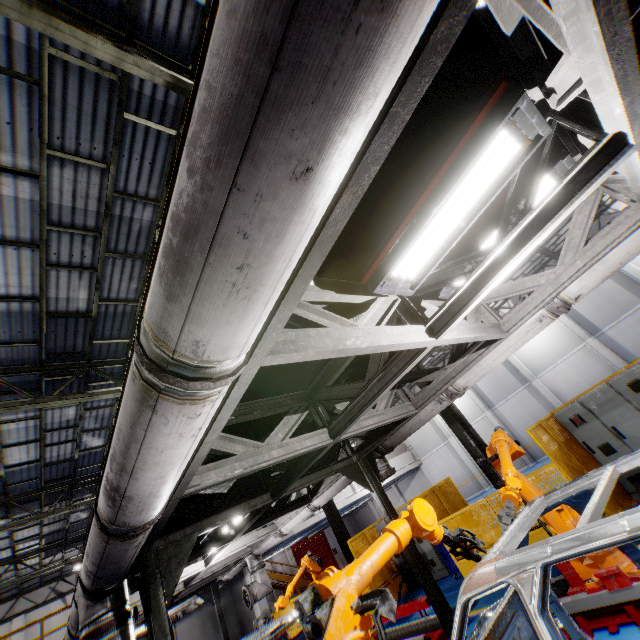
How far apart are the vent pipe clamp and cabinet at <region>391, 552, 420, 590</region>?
11.96m

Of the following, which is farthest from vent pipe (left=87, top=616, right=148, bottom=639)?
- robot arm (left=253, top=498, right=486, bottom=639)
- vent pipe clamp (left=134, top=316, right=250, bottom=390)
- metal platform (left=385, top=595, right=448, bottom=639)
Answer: metal platform (left=385, top=595, right=448, bottom=639)

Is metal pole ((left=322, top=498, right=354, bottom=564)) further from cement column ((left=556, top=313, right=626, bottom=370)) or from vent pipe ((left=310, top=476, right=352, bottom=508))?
cement column ((left=556, top=313, right=626, bottom=370))

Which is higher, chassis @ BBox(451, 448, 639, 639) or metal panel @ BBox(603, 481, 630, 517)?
chassis @ BBox(451, 448, 639, 639)

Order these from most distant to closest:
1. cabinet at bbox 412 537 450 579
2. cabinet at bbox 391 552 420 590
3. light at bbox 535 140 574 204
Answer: cabinet at bbox 391 552 420 590 < cabinet at bbox 412 537 450 579 < light at bbox 535 140 574 204

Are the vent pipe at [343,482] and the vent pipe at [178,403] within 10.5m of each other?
yes

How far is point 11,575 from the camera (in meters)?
17.23

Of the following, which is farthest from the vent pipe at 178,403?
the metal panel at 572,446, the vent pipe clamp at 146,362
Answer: the metal panel at 572,446
